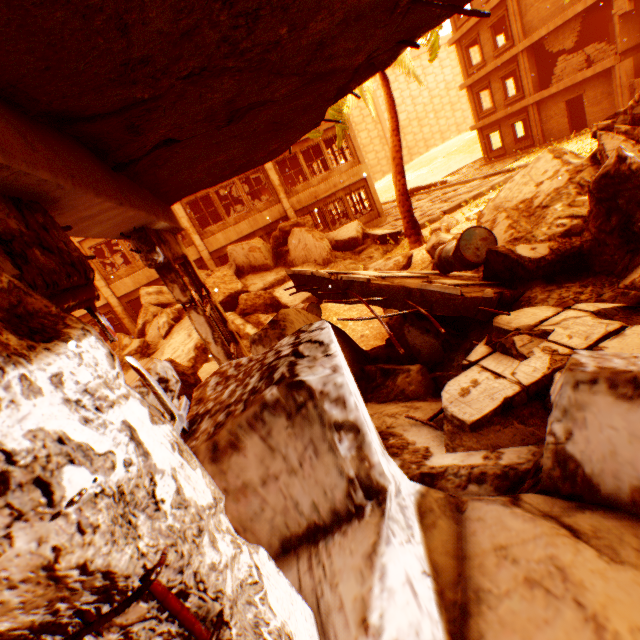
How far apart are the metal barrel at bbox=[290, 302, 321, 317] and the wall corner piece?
9.78m

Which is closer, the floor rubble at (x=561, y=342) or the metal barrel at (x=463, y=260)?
the floor rubble at (x=561, y=342)

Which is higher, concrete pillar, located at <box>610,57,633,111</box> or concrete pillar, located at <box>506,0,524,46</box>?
concrete pillar, located at <box>506,0,524,46</box>

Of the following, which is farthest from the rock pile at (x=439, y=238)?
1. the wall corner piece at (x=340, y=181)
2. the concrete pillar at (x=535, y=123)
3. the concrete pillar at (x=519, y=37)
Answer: the concrete pillar at (x=519, y=37)

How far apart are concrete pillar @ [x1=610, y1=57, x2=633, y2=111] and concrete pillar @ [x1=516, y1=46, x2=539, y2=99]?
4.4m

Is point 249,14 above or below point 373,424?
above

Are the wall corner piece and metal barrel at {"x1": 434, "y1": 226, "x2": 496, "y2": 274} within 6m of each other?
no

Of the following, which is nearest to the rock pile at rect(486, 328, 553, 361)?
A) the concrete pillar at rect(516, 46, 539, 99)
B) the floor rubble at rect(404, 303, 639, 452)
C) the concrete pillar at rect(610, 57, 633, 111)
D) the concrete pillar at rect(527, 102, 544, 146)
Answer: the floor rubble at rect(404, 303, 639, 452)
